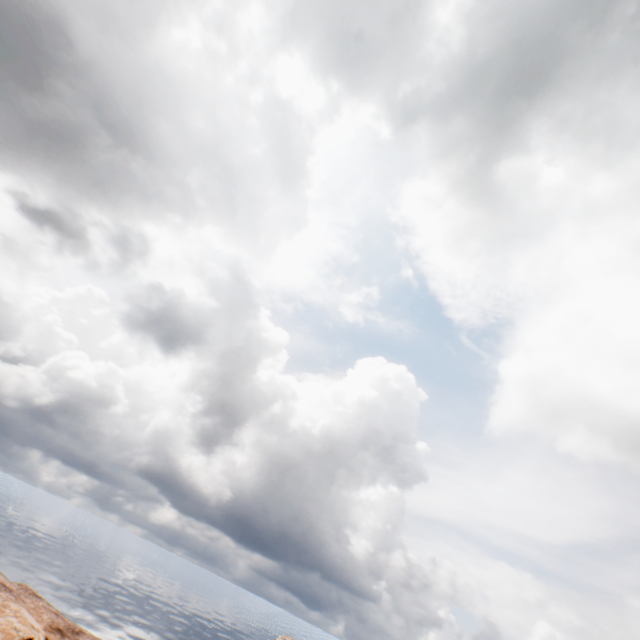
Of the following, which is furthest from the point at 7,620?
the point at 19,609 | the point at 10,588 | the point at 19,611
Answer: the point at 10,588
